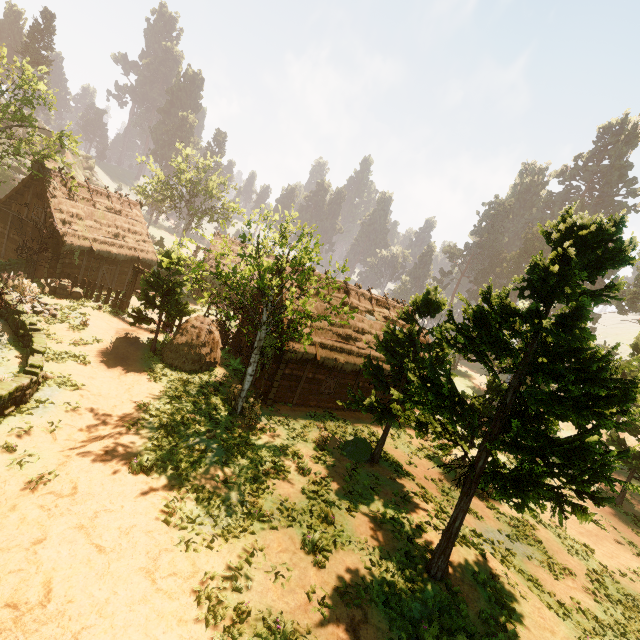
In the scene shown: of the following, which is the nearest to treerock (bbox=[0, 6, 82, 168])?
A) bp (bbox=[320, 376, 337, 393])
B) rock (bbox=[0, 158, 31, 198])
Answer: rock (bbox=[0, 158, 31, 198])

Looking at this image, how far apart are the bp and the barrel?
18.1 meters

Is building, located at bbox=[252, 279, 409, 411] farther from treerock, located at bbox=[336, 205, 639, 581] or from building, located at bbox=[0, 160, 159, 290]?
building, located at bbox=[0, 160, 159, 290]

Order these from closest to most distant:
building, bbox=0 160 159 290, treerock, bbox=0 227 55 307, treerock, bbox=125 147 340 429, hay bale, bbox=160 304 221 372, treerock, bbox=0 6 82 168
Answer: treerock, bbox=125 147 340 429 < treerock, bbox=0 227 55 307 < hay bale, bbox=160 304 221 372 < treerock, bbox=0 6 82 168 < building, bbox=0 160 159 290

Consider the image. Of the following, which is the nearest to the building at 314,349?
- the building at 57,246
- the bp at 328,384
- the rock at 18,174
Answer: the bp at 328,384

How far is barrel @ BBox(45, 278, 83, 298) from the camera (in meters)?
21.58

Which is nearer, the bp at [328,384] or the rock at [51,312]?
the rock at [51,312]

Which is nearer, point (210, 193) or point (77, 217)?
point (77, 217)
